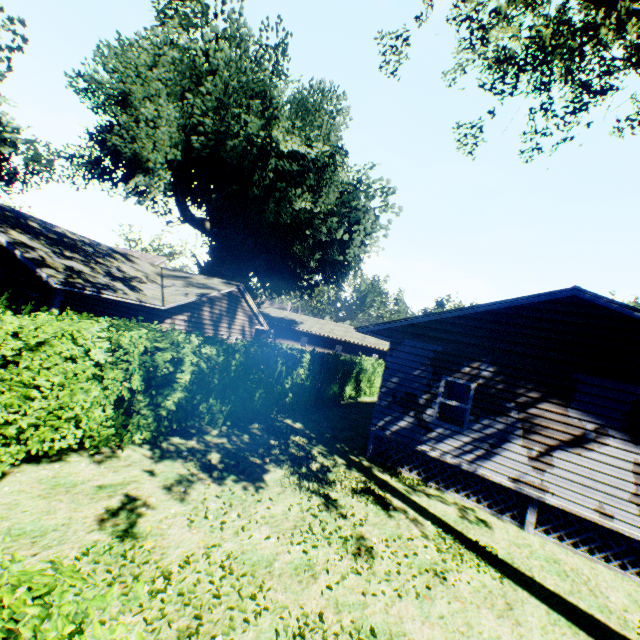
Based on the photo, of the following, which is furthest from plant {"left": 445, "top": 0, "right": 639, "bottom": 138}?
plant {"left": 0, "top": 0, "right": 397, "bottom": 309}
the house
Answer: the house

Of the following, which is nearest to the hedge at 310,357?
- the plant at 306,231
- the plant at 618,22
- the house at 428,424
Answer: the plant at 306,231

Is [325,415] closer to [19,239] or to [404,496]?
[404,496]

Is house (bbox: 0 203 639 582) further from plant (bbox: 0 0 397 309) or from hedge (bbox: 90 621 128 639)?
plant (bbox: 0 0 397 309)

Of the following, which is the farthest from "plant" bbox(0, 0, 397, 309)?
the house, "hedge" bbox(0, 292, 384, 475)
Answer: the house

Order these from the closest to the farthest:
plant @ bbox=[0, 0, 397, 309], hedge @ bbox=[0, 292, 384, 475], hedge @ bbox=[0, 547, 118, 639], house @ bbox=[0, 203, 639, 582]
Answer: hedge @ bbox=[0, 547, 118, 639] → hedge @ bbox=[0, 292, 384, 475] → house @ bbox=[0, 203, 639, 582] → plant @ bbox=[0, 0, 397, 309]

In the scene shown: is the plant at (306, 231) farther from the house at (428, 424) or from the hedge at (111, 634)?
the house at (428, 424)
